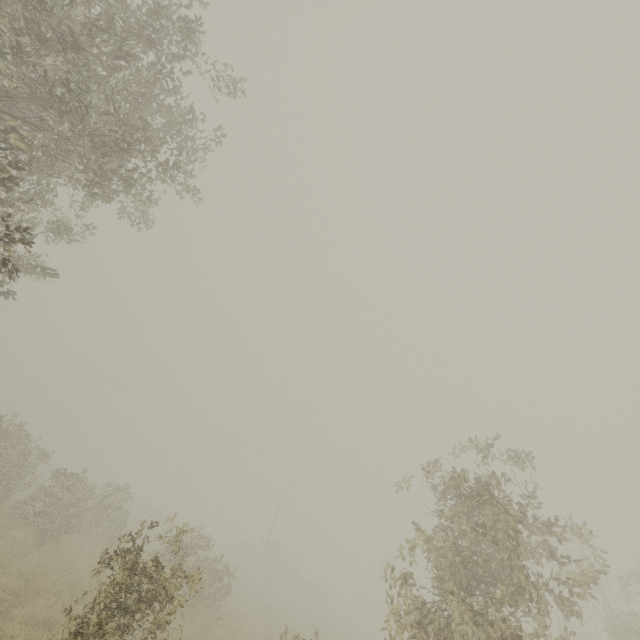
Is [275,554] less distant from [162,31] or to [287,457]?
[287,457]

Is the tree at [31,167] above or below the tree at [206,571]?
above

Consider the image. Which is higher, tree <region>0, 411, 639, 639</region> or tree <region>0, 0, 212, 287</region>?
tree <region>0, 0, 212, 287</region>
